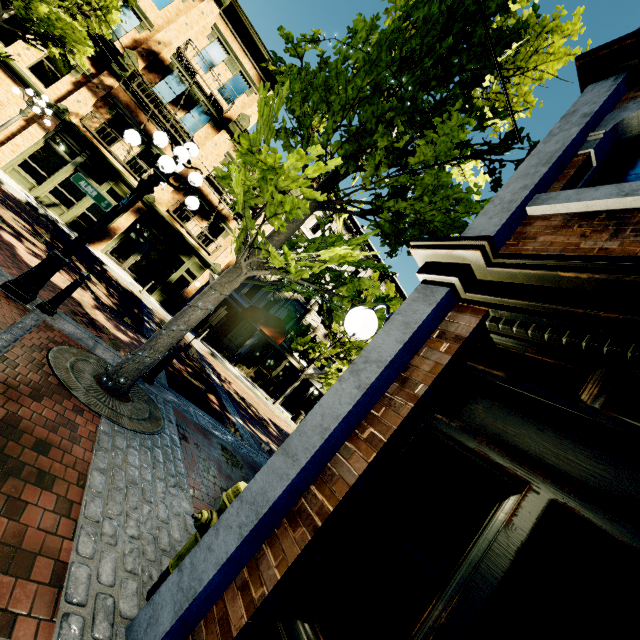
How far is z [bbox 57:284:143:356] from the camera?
6.60m

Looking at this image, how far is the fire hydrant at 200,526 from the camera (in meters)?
2.30

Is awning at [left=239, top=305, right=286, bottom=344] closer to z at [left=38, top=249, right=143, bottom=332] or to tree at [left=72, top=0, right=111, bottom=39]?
tree at [left=72, top=0, right=111, bottom=39]

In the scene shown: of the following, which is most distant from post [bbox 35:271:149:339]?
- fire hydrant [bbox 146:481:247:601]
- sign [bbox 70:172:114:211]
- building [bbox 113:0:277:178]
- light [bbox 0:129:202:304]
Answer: building [bbox 113:0:277:178]

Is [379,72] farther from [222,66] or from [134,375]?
[222,66]

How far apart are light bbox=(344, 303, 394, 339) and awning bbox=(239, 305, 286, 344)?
16.28m

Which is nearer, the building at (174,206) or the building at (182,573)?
the building at (182,573)

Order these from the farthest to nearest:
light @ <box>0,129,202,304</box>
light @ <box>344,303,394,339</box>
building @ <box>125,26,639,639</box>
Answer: light @ <box>0,129,202,304</box>, light @ <box>344,303,394,339</box>, building @ <box>125,26,639,639</box>
